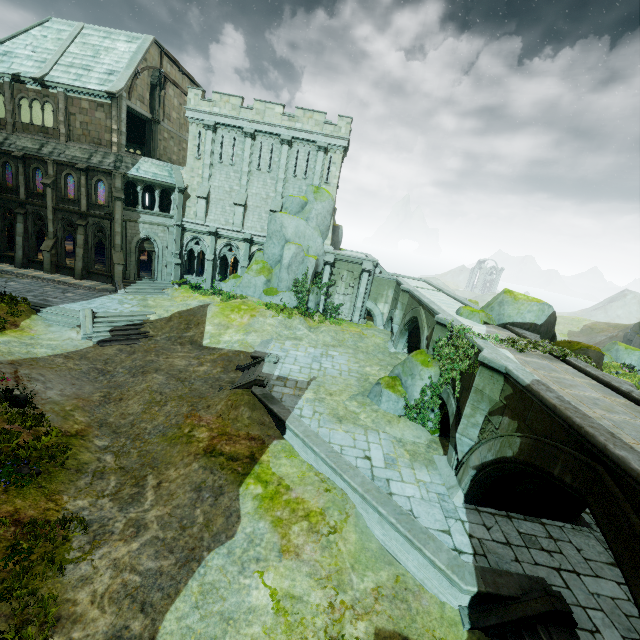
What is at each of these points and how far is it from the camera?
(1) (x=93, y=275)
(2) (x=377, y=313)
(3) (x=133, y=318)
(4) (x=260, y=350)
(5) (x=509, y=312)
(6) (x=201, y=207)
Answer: (1) wall trim, 27.2 meters
(2) bridge arch, 30.4 meters
(3) stair, 21.8 meters
(4) wall trim, 20.2 meters
(5) rock, 16.7 meters
(6) stone column, 28.5 meters

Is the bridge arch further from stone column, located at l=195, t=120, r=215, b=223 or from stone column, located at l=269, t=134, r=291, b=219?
stone column, located at l=195, t=120, r=215, b=223

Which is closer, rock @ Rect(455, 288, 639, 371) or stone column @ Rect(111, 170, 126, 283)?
rock @ Rect(455, 288, 639, 371)

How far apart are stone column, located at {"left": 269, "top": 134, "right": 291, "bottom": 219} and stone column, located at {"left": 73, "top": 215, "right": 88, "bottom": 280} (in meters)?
14.42

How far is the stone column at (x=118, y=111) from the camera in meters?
24.8 m

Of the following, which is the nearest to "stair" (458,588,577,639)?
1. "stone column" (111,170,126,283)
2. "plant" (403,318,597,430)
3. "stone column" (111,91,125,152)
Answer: "plant" (403,318,597,430)

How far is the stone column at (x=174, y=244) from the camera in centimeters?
2895cm

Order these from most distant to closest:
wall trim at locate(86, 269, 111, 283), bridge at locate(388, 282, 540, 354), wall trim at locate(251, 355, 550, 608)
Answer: wall trim at locate(86, 269, 111, 283)
bridge at locate(388, 282, 540, 354)
wall trim at locate(251, 355, 550, 608)
